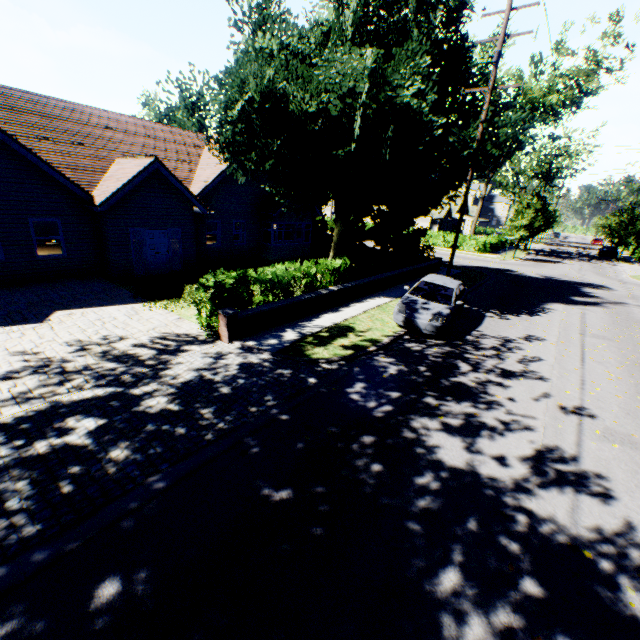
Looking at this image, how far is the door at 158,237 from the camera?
15.6 meters

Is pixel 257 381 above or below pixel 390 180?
below

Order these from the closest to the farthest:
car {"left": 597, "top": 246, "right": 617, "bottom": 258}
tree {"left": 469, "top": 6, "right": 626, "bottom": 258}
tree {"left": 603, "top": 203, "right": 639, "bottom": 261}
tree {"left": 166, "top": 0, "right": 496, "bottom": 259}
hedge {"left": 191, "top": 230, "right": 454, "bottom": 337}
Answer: hedge {"left": 191, "top": 230, "right": 454, "bottom": 337}
tree {"left": 166, "top": 0, "right": 496, "bottom": 259}
tree {"left": 469, "top": 6, "right": 626, "bottom": 258}
tree {"left": 603, "top": 203, "right": 639, "bottom": 261}
car {"left": 597, "top": 246, "right": 617, "bottom": 258}

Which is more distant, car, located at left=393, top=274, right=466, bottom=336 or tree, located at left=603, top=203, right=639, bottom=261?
tree, located at left=603, top=203, right=639, bottom=261

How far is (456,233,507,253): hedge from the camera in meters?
35.9 m

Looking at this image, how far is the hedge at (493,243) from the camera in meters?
35.9 m

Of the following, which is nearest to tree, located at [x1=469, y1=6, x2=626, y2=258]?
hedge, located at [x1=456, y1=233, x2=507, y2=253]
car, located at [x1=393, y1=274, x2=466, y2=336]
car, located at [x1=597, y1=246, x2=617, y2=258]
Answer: car, located at [x1=597, y1=246, x2=617, y2=258]
